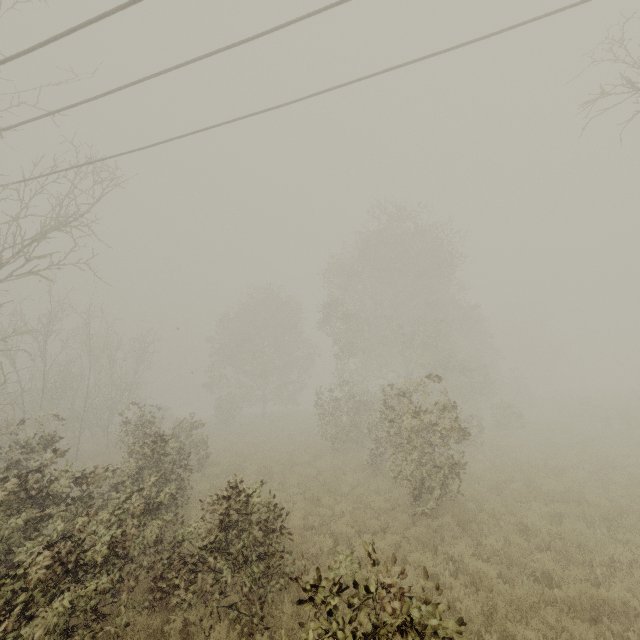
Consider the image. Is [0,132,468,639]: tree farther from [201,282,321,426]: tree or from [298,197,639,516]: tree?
[298,197,639,516]: tree

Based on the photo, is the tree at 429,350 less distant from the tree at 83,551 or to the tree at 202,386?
the tree at 202,386

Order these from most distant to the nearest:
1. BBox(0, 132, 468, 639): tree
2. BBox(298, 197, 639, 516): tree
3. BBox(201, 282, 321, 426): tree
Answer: BBox(201, 282, 321, 426): tree
BBox(298, 197, 639, 516): tree
BBox(0, 132, 468, 639): tree

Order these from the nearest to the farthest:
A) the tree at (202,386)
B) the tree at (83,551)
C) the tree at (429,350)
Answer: the tree at (83,551), the tree at (429,350), the tree at (202,386)

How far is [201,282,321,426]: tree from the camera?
32.78m

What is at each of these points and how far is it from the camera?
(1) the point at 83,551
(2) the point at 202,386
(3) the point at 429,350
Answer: (1) tree, 5.4m
(2) tree, 36.9m
(3) tree, 22.0m

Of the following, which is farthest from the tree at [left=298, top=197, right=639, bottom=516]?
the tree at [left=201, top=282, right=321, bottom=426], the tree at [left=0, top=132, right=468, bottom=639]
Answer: the tree at [left=0, top=132, right=468, bottom=639]
